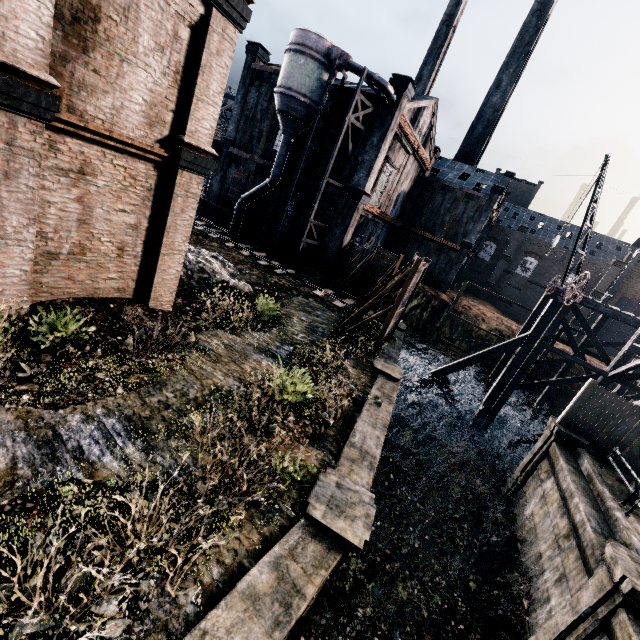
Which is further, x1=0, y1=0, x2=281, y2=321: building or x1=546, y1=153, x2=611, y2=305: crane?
x1=546, y1=153, x2=611, y2=305: crane

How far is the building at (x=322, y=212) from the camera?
28.88m

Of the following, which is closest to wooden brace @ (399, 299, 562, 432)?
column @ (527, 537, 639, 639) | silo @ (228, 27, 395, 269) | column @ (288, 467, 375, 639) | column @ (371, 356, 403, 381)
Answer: column @ (371, 356, 403, 381)

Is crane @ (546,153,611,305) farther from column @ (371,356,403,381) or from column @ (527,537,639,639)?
column @ (527,537,639,639)

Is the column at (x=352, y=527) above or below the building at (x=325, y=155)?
below

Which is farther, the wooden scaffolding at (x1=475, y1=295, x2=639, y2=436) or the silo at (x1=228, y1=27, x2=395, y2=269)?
the silo at (x1=228, y1=27, x2=395, y2=269)

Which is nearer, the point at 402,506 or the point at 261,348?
the point at 261,348

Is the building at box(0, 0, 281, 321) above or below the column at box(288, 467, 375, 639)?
above
